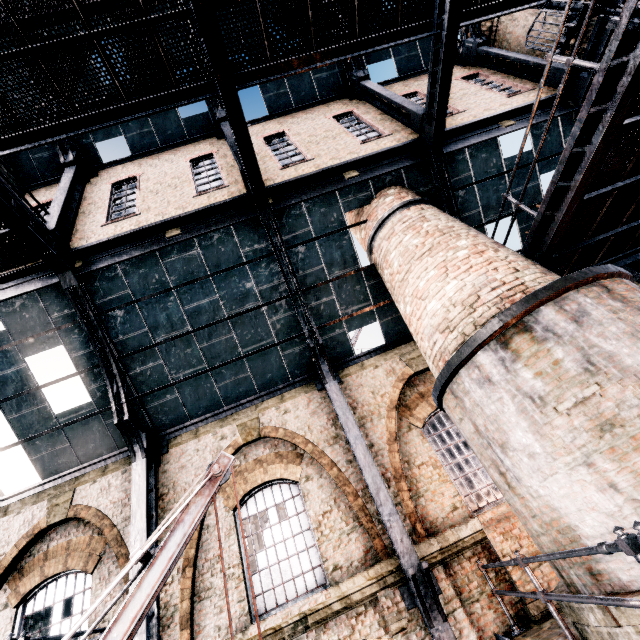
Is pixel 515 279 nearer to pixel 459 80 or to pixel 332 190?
pixel 332 190

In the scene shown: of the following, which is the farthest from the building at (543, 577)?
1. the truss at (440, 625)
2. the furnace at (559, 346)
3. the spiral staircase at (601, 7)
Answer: the spiral staircase at (601, 7)

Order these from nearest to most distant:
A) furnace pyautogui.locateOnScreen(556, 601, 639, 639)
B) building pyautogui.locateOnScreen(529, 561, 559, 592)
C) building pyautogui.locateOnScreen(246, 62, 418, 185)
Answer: furnace pyautogui.locateOnScreen(556, 601, 639, 639), building pyautogui.locateOnScreen(529, 561, 559, 592), building pyautogui.locateOnScreen(246, 62, 418, 185)

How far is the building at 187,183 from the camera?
10.2m

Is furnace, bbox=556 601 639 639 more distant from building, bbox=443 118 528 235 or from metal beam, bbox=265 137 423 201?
metal beam, bbox=265 137 423 201

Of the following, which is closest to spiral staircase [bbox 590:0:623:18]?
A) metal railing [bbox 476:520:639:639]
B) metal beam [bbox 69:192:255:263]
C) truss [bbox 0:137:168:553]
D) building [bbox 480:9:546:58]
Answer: building [bbox 480:9:546:58]

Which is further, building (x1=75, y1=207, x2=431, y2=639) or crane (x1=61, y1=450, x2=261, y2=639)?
building (x1=75, y1=207, x2=431, y2=639)

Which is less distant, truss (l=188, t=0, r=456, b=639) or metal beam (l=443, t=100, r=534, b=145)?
truss (l=188, t=0, r=456, b=639)
